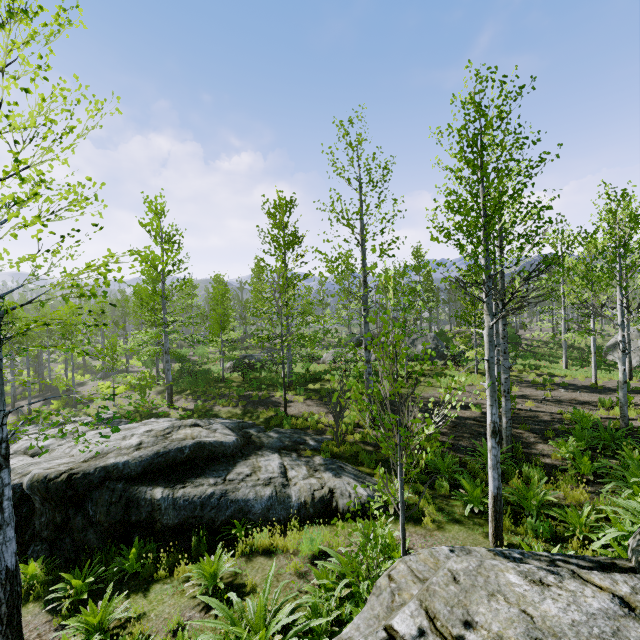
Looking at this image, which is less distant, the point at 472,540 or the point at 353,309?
the point at 472,540

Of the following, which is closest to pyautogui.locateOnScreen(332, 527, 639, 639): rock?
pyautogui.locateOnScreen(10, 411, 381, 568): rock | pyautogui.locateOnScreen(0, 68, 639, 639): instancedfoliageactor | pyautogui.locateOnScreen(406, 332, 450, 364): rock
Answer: pyautogui.locateOnScreen(0, 68, 639, 639): instancedfoliageactor

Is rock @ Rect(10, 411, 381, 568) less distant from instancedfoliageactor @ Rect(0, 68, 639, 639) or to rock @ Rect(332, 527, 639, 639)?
instancedfoliageactor @ Rect(0, 68, 639, 639)

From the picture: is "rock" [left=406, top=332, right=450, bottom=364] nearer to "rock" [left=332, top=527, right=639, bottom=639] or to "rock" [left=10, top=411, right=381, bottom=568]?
"rock" [left=10, top=411, right=381, bottom=568]

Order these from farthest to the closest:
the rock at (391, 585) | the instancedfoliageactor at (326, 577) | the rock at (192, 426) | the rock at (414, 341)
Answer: the rock at (414, 341)
the rock at (192, 426)
the instancedfoliageactor at (326, 577)
the rock at (391, 585)

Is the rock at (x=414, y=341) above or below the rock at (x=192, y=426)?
→ above

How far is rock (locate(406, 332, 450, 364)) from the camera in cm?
2338

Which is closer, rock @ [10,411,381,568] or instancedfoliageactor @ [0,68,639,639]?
instancedfoliageactor @ [0,68,639,639]
